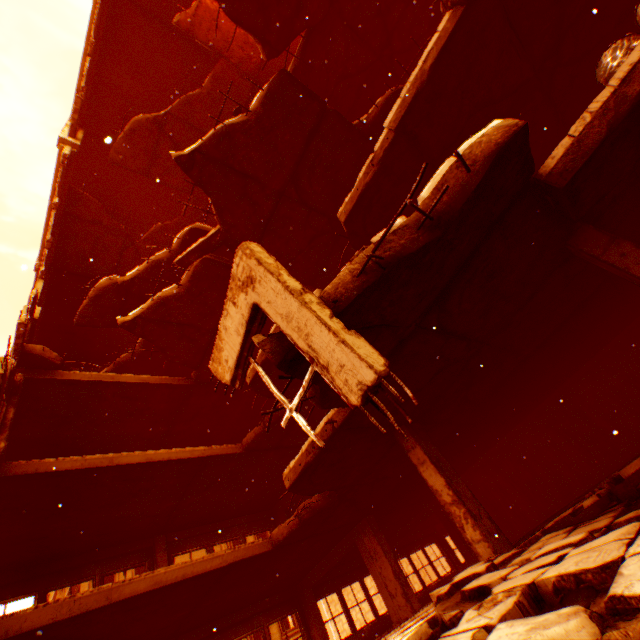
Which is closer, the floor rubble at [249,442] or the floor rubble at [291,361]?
the floor rubble at [291,361]

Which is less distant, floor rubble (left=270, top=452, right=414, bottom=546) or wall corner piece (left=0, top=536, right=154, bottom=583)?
floor rubble (left=270, top=452, right=414, bottom=546)

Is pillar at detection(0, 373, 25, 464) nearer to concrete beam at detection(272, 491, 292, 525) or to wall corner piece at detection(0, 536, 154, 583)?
wall corner piece at detection(0, 536, 154, 583)

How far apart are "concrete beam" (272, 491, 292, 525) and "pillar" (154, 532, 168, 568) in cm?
456

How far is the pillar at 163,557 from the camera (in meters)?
11.01

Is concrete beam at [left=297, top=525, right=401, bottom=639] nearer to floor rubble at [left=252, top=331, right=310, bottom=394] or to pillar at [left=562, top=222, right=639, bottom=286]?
floor rubble at [left=252, top=331, right=310, bottom=394]

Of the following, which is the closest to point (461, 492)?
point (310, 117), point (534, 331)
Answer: point (534, 331)

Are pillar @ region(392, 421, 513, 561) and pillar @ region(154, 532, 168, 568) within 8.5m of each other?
no
